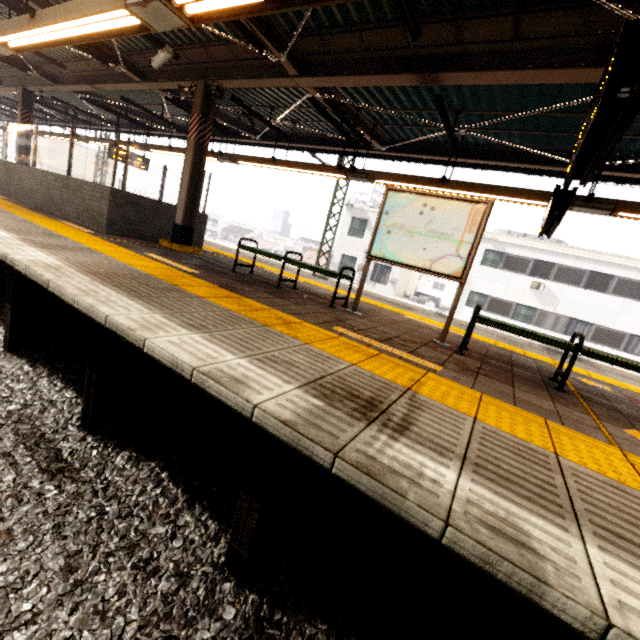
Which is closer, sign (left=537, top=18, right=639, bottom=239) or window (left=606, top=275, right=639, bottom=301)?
sign (left=537, top=18, right=639, bottom=239)

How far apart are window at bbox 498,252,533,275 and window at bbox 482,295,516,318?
1.7 meters

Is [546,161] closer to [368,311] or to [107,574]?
[368,311]

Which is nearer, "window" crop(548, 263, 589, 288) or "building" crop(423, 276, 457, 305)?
"window" crop(548, 263, 589, 288)

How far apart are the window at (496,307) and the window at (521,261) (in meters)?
1.72

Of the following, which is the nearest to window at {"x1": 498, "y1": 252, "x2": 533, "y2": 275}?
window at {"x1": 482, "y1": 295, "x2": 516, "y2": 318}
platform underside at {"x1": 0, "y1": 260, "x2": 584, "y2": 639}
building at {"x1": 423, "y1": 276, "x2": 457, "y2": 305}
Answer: window at {"x1": 482, "y1": 295, "x2": 516, "y2": 318}

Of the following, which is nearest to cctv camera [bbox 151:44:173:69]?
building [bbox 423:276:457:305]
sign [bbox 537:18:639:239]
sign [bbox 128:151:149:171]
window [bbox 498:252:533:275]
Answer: sign [bbox 128:151:149:171]

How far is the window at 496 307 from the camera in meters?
21.6
